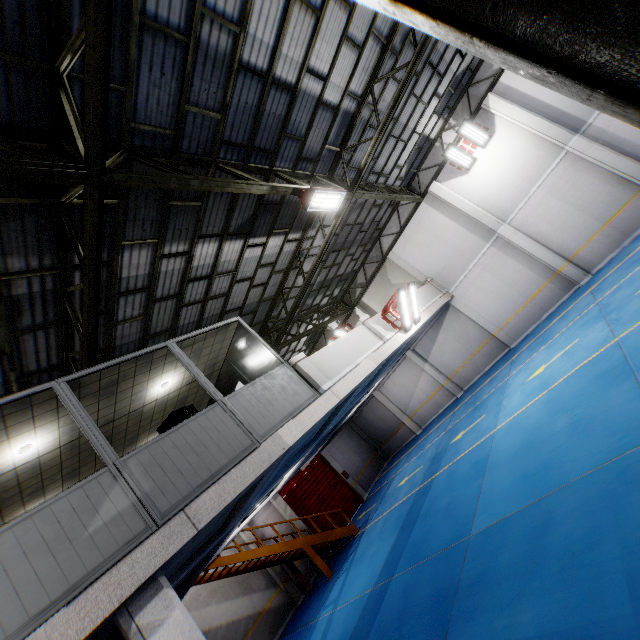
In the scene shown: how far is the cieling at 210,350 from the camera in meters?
7.6

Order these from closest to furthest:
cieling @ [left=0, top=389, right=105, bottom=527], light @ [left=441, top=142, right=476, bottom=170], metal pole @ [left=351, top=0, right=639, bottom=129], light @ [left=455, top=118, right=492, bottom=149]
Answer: metal pole @ [left=351, top=0, right=639, bottom=129]
cieling @ [left=0, top=389, right=105, bottom=527]
light @ [left=455, top=118, right=492, bottom=149]
light @ [left=441, top=142, right=476, bottom=170]

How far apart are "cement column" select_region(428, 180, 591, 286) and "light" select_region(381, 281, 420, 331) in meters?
Result: 6.5 m

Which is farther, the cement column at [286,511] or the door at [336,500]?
the door at [336,500]

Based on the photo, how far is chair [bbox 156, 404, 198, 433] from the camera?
5.8 meters

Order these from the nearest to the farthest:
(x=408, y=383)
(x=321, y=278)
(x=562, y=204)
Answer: (x=562, y=204) < (x=321, y=278) < (x=408, y=383)

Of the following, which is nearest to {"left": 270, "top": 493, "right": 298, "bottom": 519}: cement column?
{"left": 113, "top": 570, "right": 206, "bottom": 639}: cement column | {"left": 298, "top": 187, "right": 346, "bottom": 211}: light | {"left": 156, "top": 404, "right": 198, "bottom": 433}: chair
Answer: {"left": 156, "top": 404, "right": 198, "bottom": 433}: chair

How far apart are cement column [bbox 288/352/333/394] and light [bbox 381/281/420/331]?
4.3 meters
